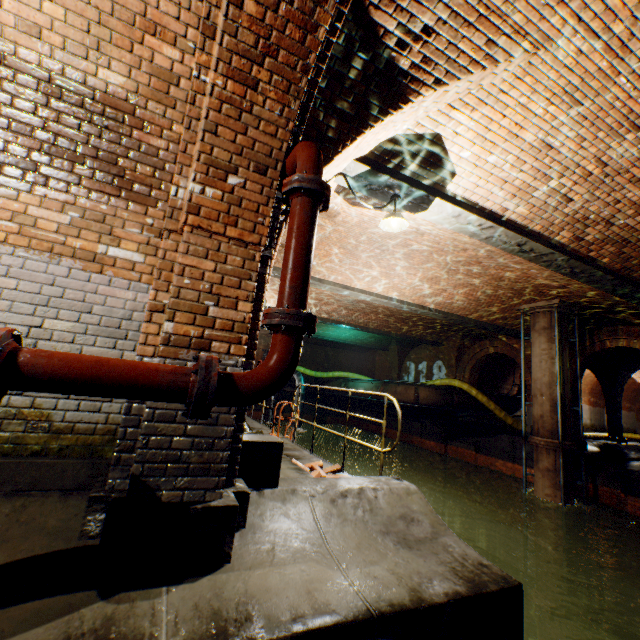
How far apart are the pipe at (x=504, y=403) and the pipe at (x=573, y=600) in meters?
5.7

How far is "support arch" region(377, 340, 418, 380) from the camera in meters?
21.3

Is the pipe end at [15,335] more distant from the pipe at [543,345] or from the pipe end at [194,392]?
the pipe at [543,345]

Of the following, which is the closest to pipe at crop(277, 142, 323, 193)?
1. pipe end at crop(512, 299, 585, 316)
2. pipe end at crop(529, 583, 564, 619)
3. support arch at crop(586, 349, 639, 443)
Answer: pipe end at crop(512, 299, 585, 316)

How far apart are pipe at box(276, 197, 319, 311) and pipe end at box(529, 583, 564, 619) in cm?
1194

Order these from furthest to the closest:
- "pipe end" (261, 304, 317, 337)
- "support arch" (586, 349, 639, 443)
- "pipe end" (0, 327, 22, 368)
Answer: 1. "support arch" (586, 349, 639, 443)
2. "pipe end" (261, 304, 317, 337)
3. "pipe end" (0, 327, 22, 368)

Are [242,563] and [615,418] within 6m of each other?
no

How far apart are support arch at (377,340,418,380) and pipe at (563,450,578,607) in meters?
10.8
